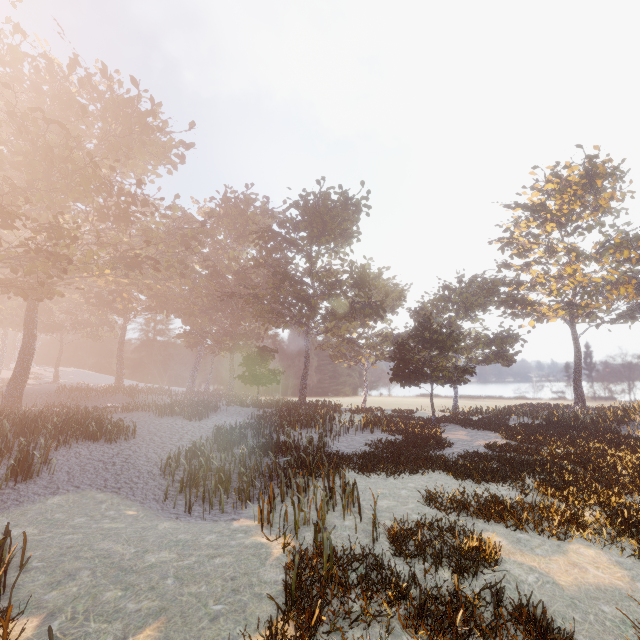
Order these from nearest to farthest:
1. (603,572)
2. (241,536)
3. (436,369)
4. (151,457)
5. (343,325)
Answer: (603,572), (241,536), (151,457), (436,369), (343,325)
